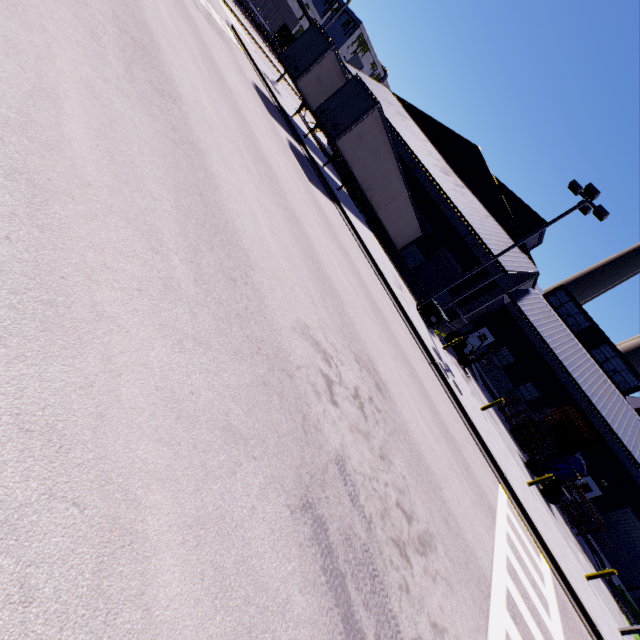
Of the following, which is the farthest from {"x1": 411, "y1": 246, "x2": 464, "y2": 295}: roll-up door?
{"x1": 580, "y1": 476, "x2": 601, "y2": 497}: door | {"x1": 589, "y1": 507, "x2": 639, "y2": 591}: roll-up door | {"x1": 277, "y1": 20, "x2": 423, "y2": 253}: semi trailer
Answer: {"x1": 589, "y1": 507, "x2": 639, "y2": 591}: roll-up door

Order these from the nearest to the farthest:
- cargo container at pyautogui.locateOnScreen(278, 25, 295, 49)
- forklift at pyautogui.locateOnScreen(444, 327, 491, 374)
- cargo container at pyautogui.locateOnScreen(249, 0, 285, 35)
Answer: forklift at pyautogui.locateOnScreen(444, 327, 491, 374)
cargo container at pyautogui.locateOnScreen(249, 0, 285, 35)
cargo container at pyautogui.locateOnScreen(278, 25, 295, 49)

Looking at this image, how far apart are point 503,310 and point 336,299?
27.8 meters

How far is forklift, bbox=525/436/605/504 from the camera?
18.3m

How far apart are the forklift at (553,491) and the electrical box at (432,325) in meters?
10.3 m

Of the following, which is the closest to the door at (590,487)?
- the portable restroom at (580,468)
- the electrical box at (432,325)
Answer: the portable restroom at (580,468)

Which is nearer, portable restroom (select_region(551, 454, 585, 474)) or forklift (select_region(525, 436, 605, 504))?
forklift (select_region(525, 436, 605, 504))

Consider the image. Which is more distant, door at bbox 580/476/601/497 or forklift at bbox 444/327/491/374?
door at bbox 580/476/601/497
